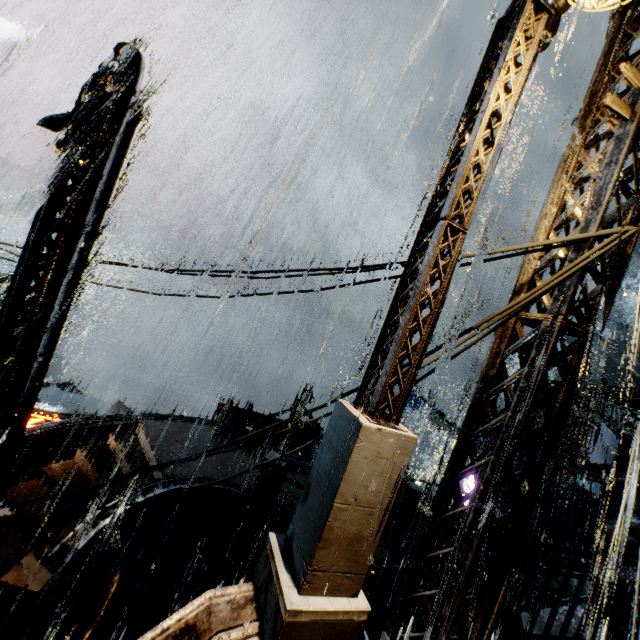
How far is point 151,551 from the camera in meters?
11.6 m

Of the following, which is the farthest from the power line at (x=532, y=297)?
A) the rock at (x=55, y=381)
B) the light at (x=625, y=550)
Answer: the rock at (x=55, y=381)

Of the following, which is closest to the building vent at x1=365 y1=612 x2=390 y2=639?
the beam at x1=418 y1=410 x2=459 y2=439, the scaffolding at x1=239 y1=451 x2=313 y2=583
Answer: the scaffolding at x1=239 y1=451 x2=313 y2=583

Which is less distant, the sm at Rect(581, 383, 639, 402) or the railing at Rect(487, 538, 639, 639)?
the railing at Rect(487, 538, 639, 639)

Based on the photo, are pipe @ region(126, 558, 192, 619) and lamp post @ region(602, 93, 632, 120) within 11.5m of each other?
no

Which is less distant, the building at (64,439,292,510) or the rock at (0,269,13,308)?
the building at (64,439,292,510)

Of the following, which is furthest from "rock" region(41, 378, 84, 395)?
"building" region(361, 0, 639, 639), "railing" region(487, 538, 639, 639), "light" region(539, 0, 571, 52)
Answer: "light" region(539, 0, 571, 52)

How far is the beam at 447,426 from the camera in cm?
2573
